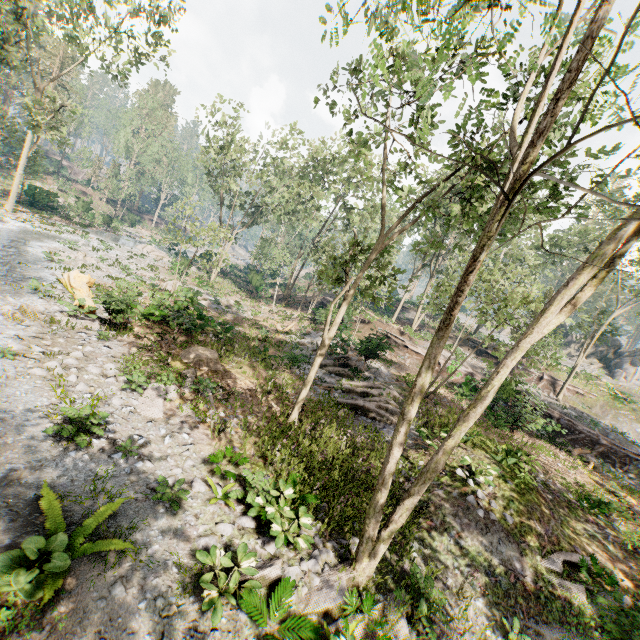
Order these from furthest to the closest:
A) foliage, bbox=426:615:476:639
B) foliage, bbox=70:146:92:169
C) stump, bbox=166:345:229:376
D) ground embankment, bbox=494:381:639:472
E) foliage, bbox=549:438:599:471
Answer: foliage, bbox=70:146:92:169, ground embankment, bbox=494:381:639:472, foliage, bbox=549:438:599:471, stump, bbox=166:345:229:376, foliage, bbox=426:615:476:639

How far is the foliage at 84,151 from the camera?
50.5m

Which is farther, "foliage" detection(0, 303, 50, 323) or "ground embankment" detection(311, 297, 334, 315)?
"ground embankment" detection(311, 297, 334, 315)

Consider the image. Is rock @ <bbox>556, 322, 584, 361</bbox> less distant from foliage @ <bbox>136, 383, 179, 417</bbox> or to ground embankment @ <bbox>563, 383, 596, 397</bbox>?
foliage @ <bbox>136, 383, 179, 417</bbox>

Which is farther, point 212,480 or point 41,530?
point 212,480

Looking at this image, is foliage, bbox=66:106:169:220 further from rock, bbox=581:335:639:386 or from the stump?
the stump

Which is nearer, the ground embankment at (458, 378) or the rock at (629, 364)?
the ground embankment at (458, 378)

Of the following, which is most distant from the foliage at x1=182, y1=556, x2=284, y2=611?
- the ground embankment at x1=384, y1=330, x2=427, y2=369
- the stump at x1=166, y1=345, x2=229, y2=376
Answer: the stump at x1=166, y1=345, x2=229, y2=376
